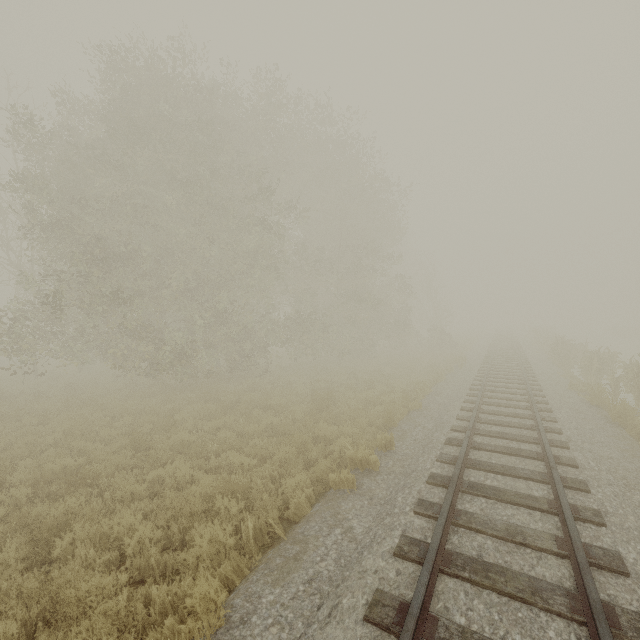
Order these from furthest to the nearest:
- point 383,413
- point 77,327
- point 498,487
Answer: point 77,327 → point 383,413 → point 498,487
